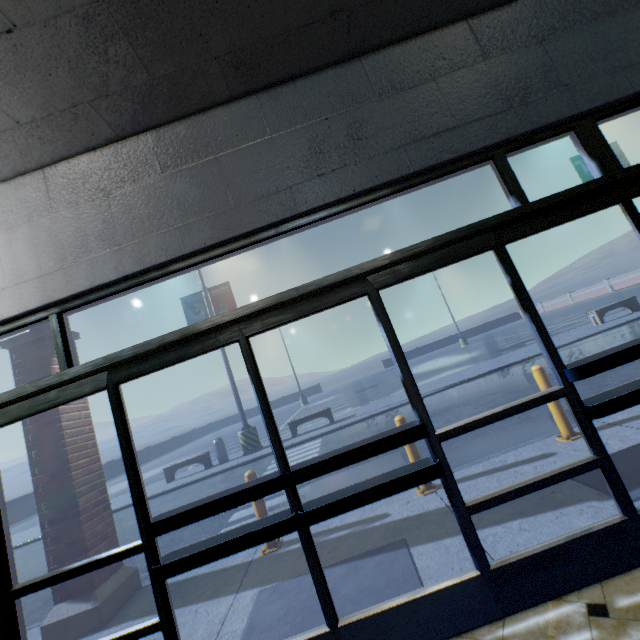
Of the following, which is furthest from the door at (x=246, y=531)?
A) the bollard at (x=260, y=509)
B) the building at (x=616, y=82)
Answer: the bollard at (x=260, y=509)

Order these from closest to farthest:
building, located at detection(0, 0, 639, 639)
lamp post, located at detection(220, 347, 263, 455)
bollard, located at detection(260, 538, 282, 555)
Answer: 1. building, located at detection(0, 0, 639, 639)
2. bollard, located at detection(260, 538, 282, 555)
3. lamp post, located at detection(220, 347, 263, 455)

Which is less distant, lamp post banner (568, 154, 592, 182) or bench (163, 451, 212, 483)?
bench (163, 451, 212, 483)

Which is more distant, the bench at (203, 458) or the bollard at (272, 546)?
the bench at (203, 458)

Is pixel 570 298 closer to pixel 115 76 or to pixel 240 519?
pixel 240 519

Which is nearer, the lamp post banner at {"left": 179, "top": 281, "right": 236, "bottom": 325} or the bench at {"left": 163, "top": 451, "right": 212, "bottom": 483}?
the bench at {"left": 163, "top": 451, "right": 212, "bottom": 483}

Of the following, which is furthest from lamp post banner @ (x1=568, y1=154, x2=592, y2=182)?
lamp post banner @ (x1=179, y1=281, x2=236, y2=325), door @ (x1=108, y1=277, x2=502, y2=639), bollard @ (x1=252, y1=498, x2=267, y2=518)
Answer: bollard @ (x1=252, y1=498, x2=267, y2=518)

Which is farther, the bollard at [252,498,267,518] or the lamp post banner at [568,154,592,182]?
the lamp post banner at [568,154,592,182]
